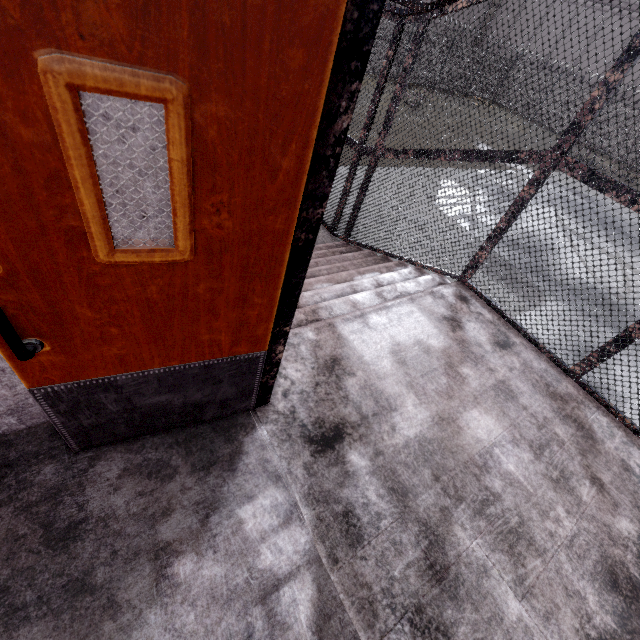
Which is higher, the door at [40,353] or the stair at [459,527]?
the door at [40,353]

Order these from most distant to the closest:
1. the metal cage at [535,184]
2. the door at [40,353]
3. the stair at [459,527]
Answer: the metal cage at [535,184], the stair at [459,527], the door at [40,353]

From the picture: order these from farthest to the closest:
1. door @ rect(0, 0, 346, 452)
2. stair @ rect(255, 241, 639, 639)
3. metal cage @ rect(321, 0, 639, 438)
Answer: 1. metal cage @ rect(321, 0, 639, 438)
2. stair @ rect(255, 241, 639, 639)
3. door @ rect(0, 0, 346, 452)

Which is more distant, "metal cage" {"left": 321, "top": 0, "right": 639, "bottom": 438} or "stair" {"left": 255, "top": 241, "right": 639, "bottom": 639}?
"metal cage" {"left": 321, "top": 0, "right": 639, "bottom": 438}

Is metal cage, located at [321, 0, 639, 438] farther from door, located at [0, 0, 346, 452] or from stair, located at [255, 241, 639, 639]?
door, located at [0, 0, 346, 452]

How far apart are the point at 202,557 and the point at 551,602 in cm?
197

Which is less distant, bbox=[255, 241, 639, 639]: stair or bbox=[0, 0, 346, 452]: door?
bbox=[0, 0, 346, 452]: door

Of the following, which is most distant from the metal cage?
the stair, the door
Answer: the door
